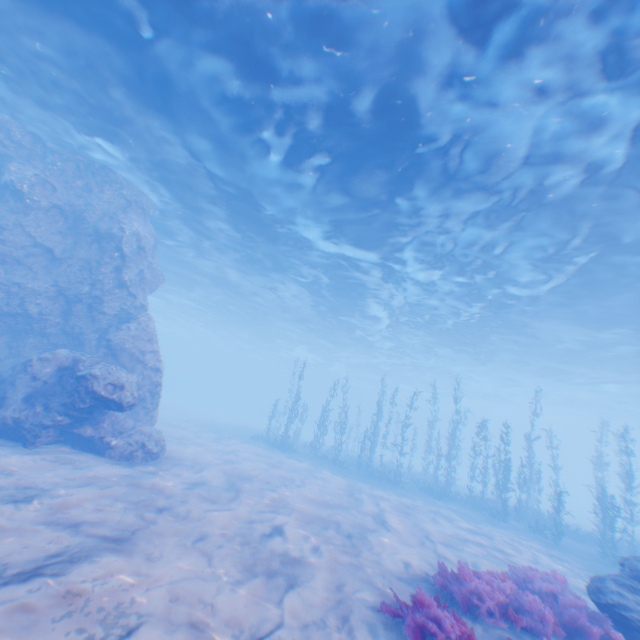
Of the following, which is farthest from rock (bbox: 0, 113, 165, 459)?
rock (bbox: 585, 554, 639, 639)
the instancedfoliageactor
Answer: the instancedfoliageactor

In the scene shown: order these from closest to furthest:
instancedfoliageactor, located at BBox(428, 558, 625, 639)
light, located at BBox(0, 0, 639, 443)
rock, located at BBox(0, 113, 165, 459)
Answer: instancedfoliageactor, located at BBox(428, 558, 625, 639), light, located at BBox(0, 0, 639, 443), rock, located at BBox(0, 113, 165, 459)

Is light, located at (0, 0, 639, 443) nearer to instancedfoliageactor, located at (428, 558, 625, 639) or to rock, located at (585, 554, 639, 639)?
rock, located at (585, 554, 639, 639)

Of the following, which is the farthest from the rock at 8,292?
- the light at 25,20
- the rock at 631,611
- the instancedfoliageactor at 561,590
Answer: the instancedfoliageactor at 561,590

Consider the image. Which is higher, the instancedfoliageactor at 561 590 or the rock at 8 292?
the rock at 8 292

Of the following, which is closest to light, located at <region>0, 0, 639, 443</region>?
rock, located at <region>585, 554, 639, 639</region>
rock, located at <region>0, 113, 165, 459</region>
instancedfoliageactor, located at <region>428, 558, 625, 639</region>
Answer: rock, located at <region>0, 113, 165, 459</region>

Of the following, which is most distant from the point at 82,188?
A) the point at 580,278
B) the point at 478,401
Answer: the point at 478,401
